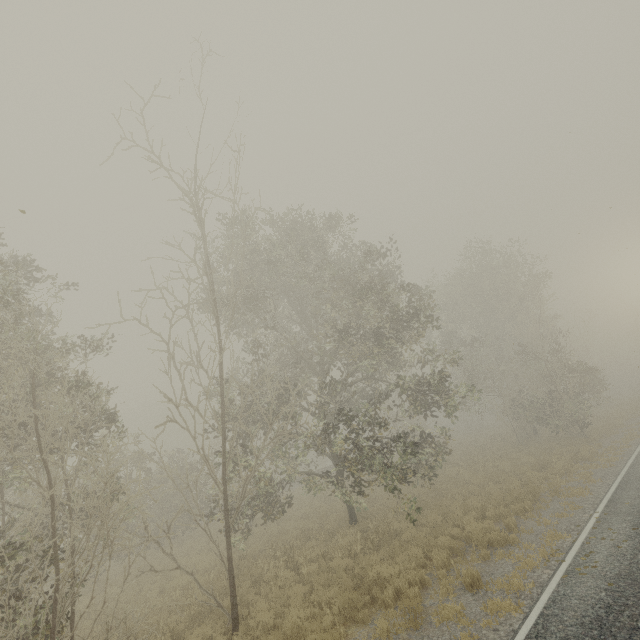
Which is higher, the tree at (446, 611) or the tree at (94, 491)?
the tree at (94, 491)

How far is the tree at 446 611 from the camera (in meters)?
7.03

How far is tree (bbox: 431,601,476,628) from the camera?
7.0m

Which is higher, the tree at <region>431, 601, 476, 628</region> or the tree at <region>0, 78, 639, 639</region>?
the tree at <region>0, 78, 639, 639</region>

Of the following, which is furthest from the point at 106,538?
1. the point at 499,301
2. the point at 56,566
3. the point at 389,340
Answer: the point at 499,301
